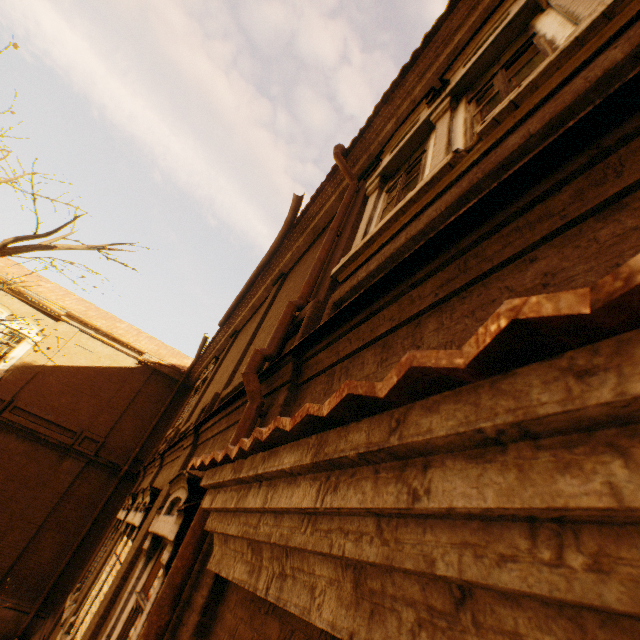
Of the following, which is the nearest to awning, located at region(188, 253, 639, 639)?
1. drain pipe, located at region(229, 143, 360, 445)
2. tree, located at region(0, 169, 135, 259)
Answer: drain pipe, located at region(229, 143, 360, 445)

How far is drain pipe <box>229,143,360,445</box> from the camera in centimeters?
302cm

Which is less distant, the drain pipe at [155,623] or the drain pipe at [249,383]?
the drain pipe at [155,623]

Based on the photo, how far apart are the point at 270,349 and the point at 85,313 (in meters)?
17.23

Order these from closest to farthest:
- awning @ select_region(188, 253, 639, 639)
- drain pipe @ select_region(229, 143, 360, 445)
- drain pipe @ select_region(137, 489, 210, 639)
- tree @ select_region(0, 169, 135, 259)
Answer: awning @ select_region(188, 253, 639, 639), drain pipe @ select_region(137, 489, 210, 639), drain pipe @ select_region(229, 143, 360, 445), tree @ select_region(0, 169, 135, 259)

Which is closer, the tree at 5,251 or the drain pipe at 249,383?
the drain pipe at 249,383

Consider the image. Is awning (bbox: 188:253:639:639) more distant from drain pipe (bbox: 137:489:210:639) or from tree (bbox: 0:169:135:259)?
tree (bbox: 0:169:135:259)
